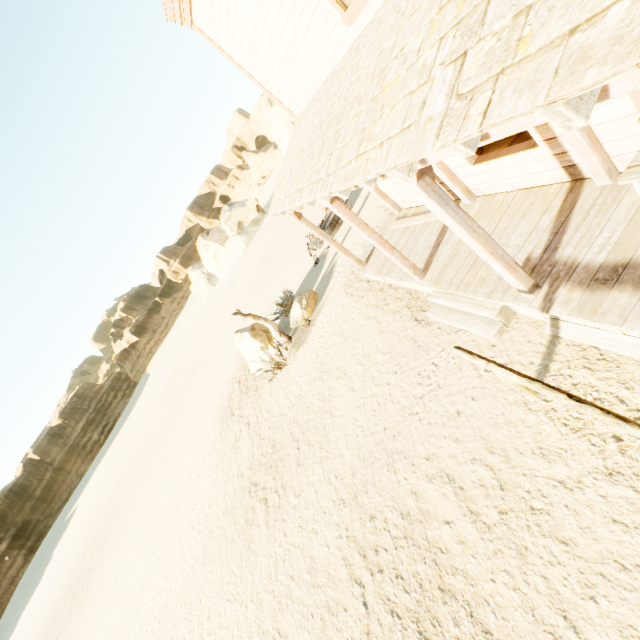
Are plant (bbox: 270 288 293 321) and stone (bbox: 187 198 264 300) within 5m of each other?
no

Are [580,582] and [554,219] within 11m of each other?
yes

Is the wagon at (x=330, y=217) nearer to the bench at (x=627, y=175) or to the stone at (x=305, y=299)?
the stone at (x=305, y=299)

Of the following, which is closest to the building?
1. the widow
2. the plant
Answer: the widow

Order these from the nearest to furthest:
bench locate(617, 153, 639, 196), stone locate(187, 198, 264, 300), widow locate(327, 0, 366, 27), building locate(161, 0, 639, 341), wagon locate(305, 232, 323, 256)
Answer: building locate(161, 0, 639, 341) < bench locate(617, 153, 639, 196) < widow locate(327, 0, 366, 27) < wagon locate(305, 232, 323, 256) < stone locate(187, 198, 264, 300)

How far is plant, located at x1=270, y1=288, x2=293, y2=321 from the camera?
12.8m

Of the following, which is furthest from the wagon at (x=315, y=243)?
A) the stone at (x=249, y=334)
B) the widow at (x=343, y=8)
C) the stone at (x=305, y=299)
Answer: the widow at (x=343, y=8)

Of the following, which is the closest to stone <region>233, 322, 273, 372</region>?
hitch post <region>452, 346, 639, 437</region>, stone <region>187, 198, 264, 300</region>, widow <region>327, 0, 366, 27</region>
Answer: hitch post <region>452, 346, 639, 437</region>
